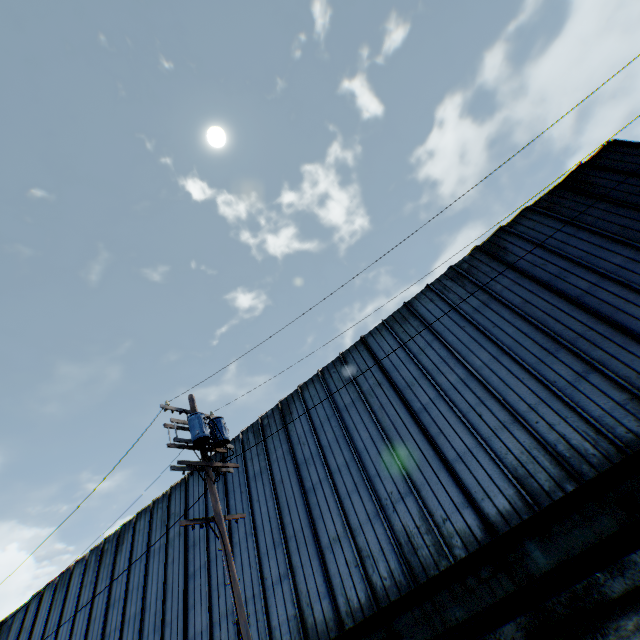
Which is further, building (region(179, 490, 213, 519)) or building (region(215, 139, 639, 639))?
building (region(179, 490, 213, 519))

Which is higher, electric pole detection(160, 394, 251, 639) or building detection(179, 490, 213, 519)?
building detection(179, 490, 213, 519)

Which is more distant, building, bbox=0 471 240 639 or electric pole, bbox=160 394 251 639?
building, bbox=0 471 240 639

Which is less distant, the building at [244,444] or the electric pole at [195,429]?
the electric pole at [195,429]

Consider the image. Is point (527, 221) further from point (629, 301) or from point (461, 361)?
point (461, 361)

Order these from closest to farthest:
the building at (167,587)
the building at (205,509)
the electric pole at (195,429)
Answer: the electric pole at (195,429) → the building at (167,587) → the building at (205,509)

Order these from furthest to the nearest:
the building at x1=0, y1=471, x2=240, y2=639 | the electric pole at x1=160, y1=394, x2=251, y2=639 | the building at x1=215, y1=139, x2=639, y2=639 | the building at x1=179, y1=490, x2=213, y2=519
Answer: the building at x1=179, y1=490, x2=213, y2=519 < the building at x1=0, y1=471, x2=240, y2=639 < the building at x1=215, y1=139, x2=639, y2=639 < the electric pole at x1=160, y1=394, x2=251, y2=639
